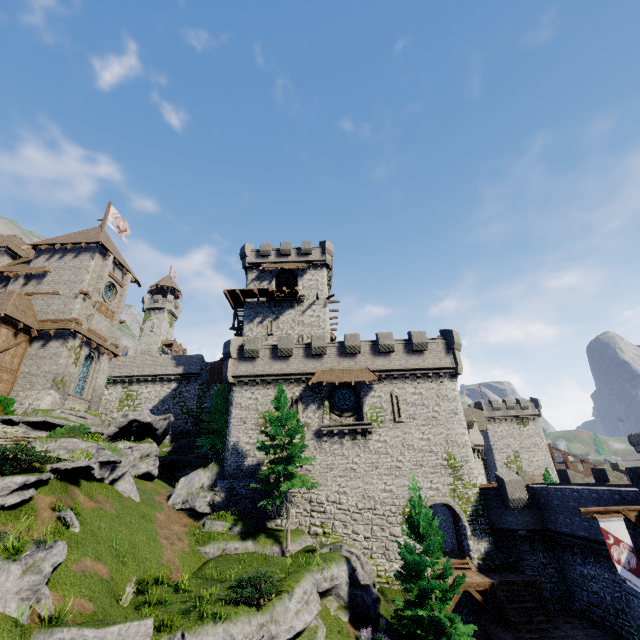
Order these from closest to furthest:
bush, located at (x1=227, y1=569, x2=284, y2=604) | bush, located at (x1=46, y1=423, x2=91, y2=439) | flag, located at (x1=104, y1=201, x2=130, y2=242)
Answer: bush, located at (x1=227, y1=569, x2=284, y2=604)
bush, located at (x1=46, y1=423, x2=91, y2=439)
flag, located at (x1=104, y1=201, x2=130, y2=242)

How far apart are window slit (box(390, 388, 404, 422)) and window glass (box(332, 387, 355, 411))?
2.8 meters

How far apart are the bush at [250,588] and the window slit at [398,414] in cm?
1463

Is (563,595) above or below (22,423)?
below

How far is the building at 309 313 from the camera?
36.2 meters

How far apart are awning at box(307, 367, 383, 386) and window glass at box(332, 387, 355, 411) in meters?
1.4

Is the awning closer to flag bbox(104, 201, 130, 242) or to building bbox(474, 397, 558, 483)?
flag bbox(104, 201, 130, 242)

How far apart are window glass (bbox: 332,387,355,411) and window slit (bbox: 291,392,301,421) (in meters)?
2.64
